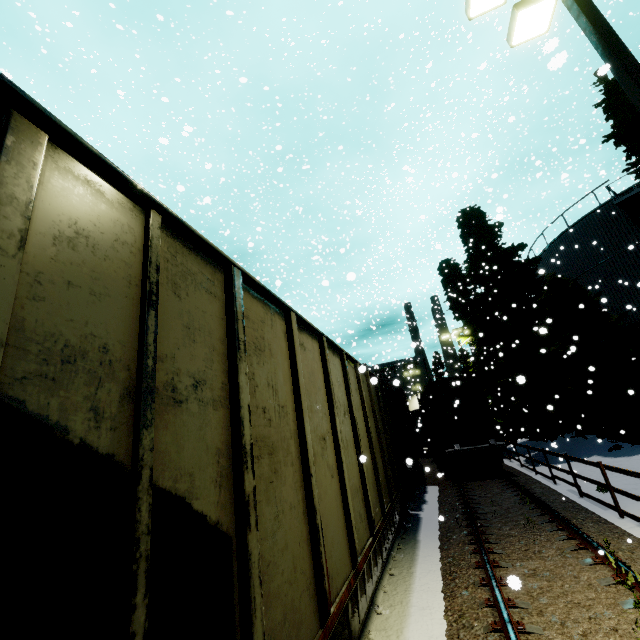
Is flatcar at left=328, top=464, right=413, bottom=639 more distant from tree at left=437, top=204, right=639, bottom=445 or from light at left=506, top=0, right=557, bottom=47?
light at left=506, top=0, right=557, bottom=47

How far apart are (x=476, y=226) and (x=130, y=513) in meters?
25.4 m

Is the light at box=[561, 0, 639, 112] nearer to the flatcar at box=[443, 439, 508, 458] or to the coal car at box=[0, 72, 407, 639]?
the coal car at box=[0, 72, 407, 639]

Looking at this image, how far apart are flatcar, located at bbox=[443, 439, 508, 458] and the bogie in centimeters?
1cm

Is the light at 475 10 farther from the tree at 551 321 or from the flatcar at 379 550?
the flatcar at 379 550

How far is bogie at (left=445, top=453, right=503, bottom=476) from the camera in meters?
15.9 m

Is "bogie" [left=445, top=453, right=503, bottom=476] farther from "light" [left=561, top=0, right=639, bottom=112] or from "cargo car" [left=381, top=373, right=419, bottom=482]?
"light" [left=561, top=0, right=639, bottom=112]

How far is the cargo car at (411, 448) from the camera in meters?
13.2 m
